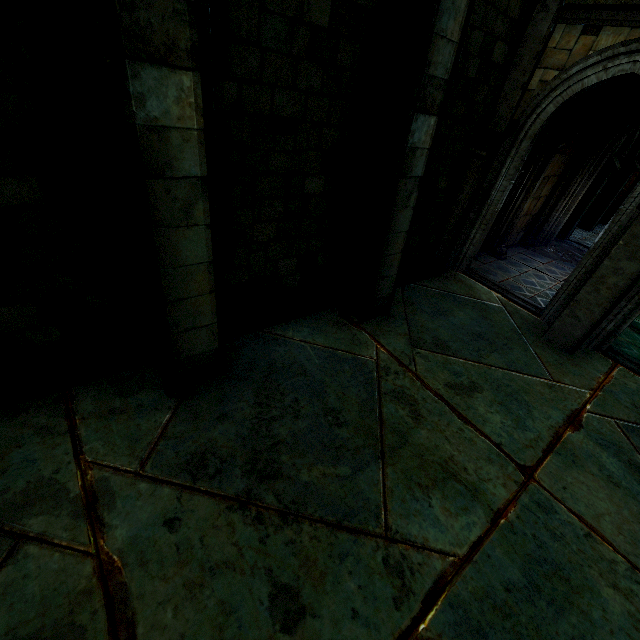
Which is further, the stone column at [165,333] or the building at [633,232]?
the building at [633,232]

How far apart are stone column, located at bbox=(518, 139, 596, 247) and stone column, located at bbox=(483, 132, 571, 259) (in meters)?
1.53

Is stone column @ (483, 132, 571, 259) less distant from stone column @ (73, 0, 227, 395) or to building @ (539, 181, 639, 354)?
building @ (539, 181, 639, 354)

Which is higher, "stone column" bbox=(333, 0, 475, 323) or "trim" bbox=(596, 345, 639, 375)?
"stone column" bbox=(333, 0, 475, 323)

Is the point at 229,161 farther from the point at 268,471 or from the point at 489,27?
the point at 489,27

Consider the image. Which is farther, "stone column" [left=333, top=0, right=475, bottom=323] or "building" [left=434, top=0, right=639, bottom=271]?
"building" [left=434, top=0, right=639, bottom=271]

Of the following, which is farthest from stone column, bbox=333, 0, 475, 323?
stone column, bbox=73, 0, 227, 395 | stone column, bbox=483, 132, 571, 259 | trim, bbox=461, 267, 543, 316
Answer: stone column, bbox=483, 132, 571, 259

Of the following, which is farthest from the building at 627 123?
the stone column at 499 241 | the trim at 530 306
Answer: the stone column at 499 241
